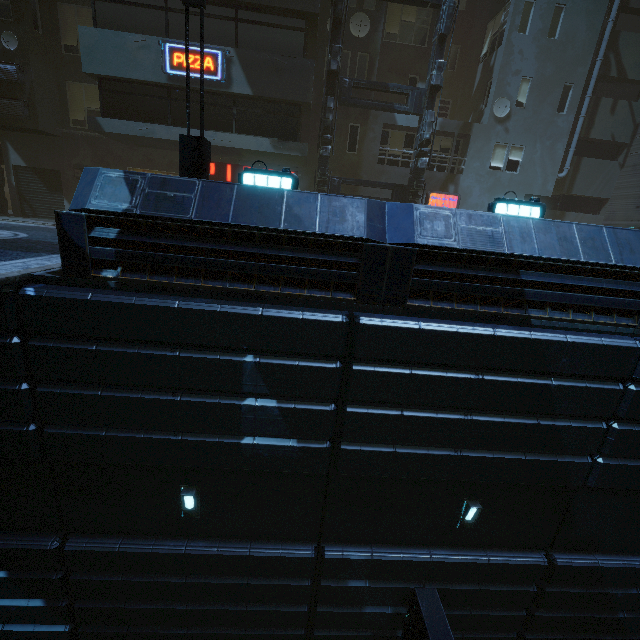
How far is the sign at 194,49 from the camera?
12.4m

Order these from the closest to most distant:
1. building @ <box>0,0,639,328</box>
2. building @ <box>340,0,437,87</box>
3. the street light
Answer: building @ <box>0,0,639,328</box>
the street light
building @ <box>340,0,437,87</box>

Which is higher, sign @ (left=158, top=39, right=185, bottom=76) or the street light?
sign @ (left=158, top=39, right=185, bottom=76)

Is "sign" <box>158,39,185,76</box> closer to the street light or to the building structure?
the building structure

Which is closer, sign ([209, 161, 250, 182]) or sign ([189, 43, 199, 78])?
sign ([189, 43, 199, 78])

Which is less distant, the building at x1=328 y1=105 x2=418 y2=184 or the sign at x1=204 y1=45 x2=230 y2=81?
the sign at x1=204 y1=45 x2=230 y2=81

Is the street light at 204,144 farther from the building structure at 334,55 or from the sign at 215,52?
the building structure at 334,55

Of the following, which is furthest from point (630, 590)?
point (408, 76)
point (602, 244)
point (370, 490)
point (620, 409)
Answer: point (408, 76)
